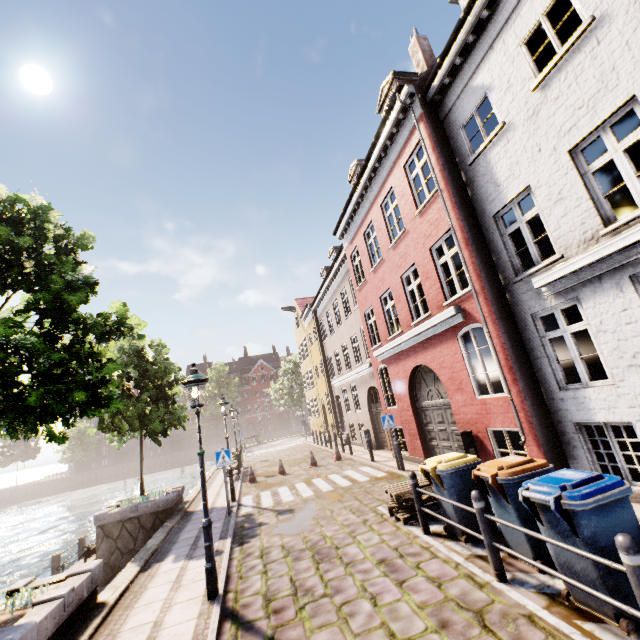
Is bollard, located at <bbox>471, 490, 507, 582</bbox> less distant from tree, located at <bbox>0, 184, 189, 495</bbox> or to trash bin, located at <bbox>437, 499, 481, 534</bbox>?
trash bin, located at <bbox>437, 499, 481, 534</bbox>

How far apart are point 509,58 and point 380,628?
10.43m

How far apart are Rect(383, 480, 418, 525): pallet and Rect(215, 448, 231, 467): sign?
5.1 meters

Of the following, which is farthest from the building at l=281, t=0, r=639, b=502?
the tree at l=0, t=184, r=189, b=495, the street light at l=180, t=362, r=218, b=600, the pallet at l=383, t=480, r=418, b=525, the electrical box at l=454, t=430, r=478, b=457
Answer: the tree at l=0, t=184, r=189, b=495

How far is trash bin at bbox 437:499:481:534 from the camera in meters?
5.5

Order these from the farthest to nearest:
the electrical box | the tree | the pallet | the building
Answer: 1. the electrical box
2. the pallet
3. the building
4. the tree

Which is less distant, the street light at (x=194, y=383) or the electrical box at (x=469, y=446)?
the street light at (x=194, y=383)

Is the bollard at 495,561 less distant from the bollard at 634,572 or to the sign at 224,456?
the bollard at 634,572
